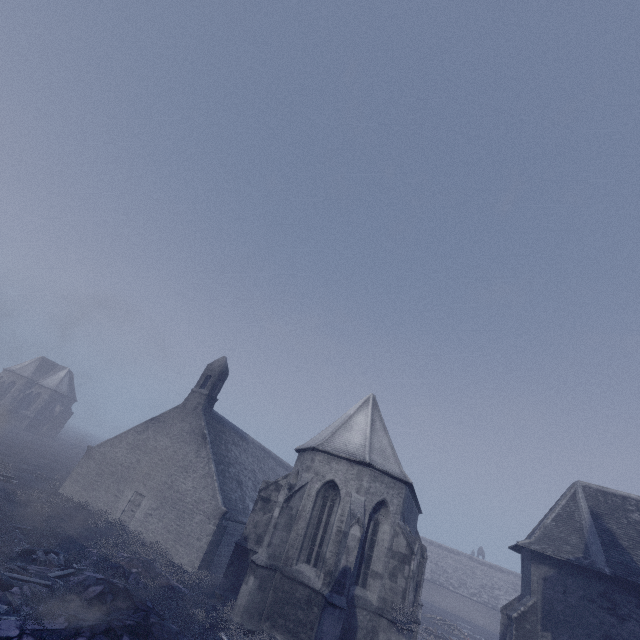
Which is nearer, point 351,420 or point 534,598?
point 534,598

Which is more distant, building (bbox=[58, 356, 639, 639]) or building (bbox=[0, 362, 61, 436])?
building (bbox=[0, 362, 61, 436])

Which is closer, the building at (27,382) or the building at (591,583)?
the building at (591,583)
